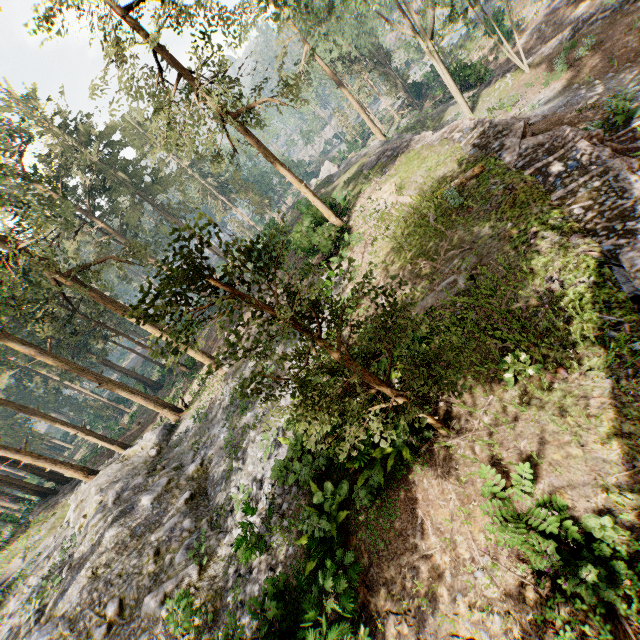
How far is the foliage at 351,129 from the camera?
52.97m

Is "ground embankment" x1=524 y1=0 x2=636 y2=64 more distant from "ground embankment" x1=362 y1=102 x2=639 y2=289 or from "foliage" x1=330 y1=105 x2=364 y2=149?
"ground embankment" x1=362 y1=102 x2=639 y2=289

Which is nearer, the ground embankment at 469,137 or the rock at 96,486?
the ground embankment at 469,137

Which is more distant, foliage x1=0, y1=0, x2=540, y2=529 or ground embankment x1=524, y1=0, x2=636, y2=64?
ground embankment x1=524, y1=0, x2=636, y2=64

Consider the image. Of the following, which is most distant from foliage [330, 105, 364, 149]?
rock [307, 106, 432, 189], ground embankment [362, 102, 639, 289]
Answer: ground embankment [362, 102, 639, 289]

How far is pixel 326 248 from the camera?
20.4m

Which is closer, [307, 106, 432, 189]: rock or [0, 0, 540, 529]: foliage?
[0, 0, 540, 529]: foliage

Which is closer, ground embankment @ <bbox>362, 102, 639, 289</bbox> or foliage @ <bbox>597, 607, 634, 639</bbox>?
foliage @ <bbox>597, 607, 634, 639</bbox>
